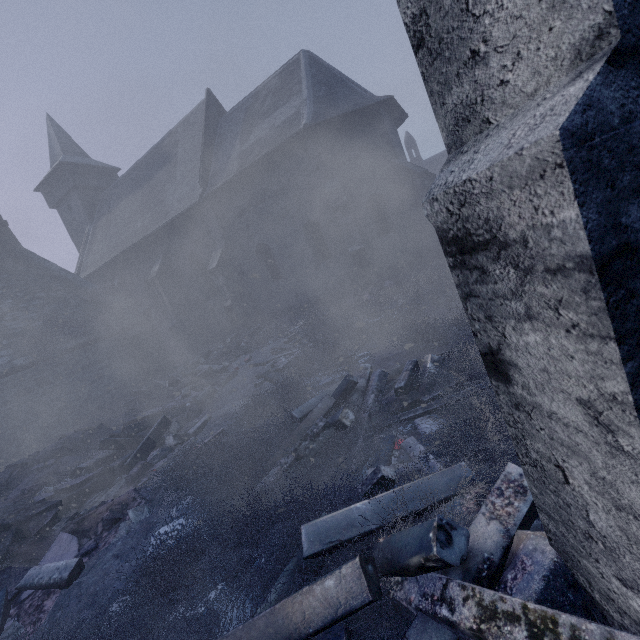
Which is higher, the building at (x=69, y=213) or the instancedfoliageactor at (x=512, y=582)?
the building at (x=69, y=213)

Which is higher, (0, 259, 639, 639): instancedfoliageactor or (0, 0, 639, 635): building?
(0, 0, 639, 635): building

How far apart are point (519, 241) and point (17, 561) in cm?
650

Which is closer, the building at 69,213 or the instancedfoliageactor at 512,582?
the building at 69,213

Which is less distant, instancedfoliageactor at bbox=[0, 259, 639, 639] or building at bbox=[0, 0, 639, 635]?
building at bbox=[0, 0, 639, 635]
